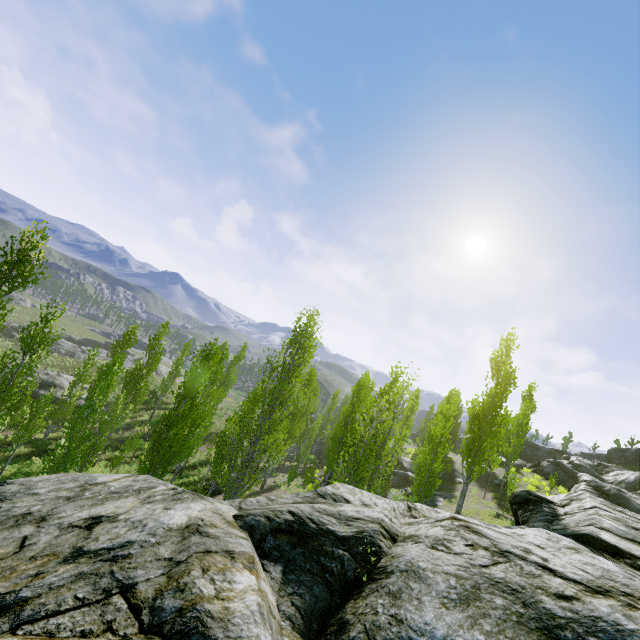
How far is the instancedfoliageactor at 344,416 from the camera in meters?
13.8

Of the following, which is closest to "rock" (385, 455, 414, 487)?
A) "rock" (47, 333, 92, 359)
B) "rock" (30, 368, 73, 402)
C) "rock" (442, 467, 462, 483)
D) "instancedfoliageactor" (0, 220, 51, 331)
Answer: "instancedfoliageactor" (0, 220, 51, 331)

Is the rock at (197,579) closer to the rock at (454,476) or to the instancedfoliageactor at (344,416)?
the instancedfoliageactor at (344,416)

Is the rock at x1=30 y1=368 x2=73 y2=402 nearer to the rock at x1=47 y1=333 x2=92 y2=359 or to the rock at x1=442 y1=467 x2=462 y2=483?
the rock at x1=47 y1=333 x2=92 y2=359

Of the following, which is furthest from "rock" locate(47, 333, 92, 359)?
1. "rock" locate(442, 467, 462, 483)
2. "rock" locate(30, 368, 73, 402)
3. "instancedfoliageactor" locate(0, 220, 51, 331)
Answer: "rock" locate(442, 467, 462, 483)

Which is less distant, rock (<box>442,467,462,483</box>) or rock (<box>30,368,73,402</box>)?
rock (<box>442,467,462,483</box>)

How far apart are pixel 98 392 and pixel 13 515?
14.7 meters

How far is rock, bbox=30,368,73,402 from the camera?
34.3m
